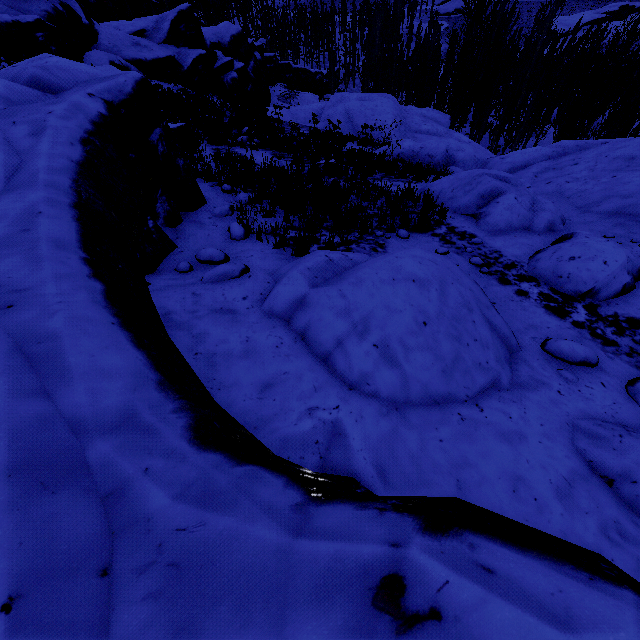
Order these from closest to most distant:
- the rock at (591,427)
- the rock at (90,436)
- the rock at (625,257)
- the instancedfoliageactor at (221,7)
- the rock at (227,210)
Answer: the rock at (90,436)
the rock at (591,427)
the rock at (625,257)
the rock at (227,210)
the instancedfoliageactor at (221,7)

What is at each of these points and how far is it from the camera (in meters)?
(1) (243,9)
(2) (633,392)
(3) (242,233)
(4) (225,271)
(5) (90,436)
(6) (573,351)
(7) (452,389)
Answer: (1) instancedfoliageactor, 55.06
(2) rock, 3.35
(3) rock, 5.54
(4) rock, 4.13
(5) rock, 1.36
(6) rock, 3.71
(7) rock, 3.04

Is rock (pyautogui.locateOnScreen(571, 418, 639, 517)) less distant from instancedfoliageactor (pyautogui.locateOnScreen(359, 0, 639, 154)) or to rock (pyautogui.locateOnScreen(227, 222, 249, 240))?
rock (pyautogui.locateOnScreen(227, 222, 249, 240))

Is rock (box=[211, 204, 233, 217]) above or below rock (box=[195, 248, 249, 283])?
below

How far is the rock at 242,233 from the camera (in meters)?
5.51

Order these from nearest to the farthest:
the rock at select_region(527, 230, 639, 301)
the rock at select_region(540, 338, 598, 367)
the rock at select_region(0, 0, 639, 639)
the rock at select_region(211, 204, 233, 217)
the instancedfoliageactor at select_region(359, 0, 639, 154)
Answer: the rock at select_region(0, 0, 639, 639)
the rock at select_region(540, 338, 598, 367)
the rock at select_region(527, 230, 639, 301)
the rock at select_region(211, 204, 233, 217)
the instancedfoliageactor at select_region(359, 0, 639, 154)

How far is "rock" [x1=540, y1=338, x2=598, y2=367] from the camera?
3.7 meters

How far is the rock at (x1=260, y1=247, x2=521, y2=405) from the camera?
3.0 meters
